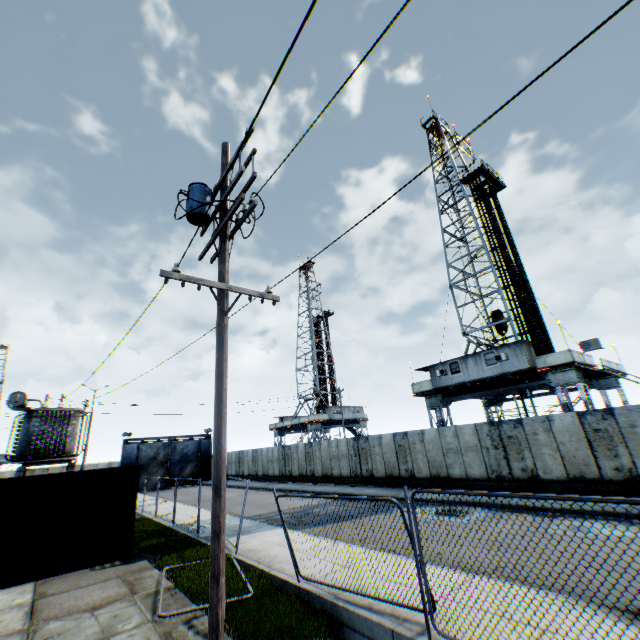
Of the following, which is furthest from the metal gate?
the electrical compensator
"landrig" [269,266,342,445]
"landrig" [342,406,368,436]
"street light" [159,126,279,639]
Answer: "street light" [159,126,279,639]

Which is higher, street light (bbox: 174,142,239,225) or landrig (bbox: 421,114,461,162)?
landrig (bbox: 421,114,461,162)

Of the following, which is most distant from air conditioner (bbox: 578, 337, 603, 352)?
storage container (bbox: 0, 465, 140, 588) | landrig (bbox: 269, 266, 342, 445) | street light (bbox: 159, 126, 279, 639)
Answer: landrig (bbox: 269, 266, 342, 445)

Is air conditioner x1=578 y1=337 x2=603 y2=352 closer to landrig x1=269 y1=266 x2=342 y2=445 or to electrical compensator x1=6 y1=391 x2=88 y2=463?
electrical compensator x1=6 y1=391 x2=88 y2=463

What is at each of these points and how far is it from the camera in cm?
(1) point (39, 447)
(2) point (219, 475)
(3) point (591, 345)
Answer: (1) electrical compensator, 1752
(2) street light, 497
(3) air conditioner, 1712

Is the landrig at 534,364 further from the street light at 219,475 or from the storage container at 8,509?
the storage container at 8,509

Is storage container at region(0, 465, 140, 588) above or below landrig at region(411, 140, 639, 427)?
below

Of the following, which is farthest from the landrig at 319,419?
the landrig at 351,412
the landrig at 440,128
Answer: the landrig at 440,128
